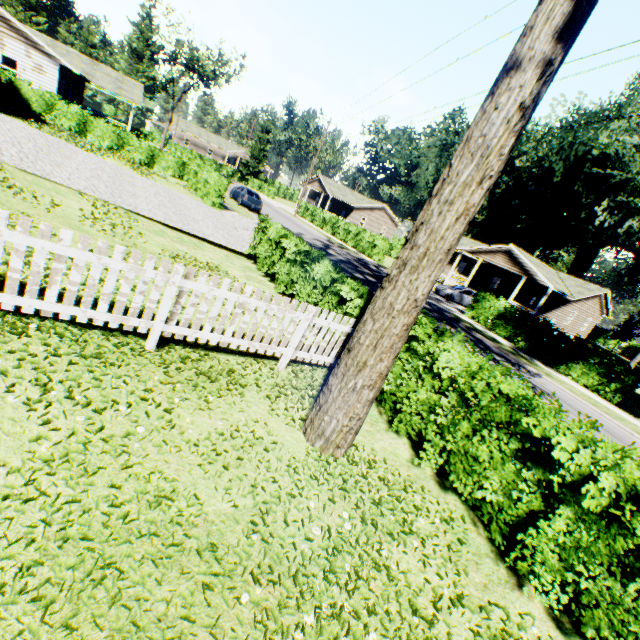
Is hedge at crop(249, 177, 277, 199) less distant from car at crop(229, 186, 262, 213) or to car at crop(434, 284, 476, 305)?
car at crop(229, 186, 262, 213)

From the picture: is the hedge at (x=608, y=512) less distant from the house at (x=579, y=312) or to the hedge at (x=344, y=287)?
the hedge at (x=344, y=287)

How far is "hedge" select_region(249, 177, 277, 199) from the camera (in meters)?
55.72

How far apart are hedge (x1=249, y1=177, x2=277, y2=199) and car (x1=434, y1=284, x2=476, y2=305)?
37.4 meters

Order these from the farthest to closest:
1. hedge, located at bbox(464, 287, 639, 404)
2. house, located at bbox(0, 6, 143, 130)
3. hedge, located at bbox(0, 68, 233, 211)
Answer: house, located at bbox(0, 6, 143, 130) → hedge, located at bbox(0, 68, 233, 211) → hedge, located at bbox(464, 287, 639, 404)

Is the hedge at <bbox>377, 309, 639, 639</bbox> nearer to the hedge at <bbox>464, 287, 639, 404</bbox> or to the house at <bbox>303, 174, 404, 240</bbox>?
the hedge at <bbox>464, 287, 639, 404</bbox>

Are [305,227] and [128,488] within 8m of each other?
no

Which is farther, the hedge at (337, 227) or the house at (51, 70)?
the hedge at (337, 227)
